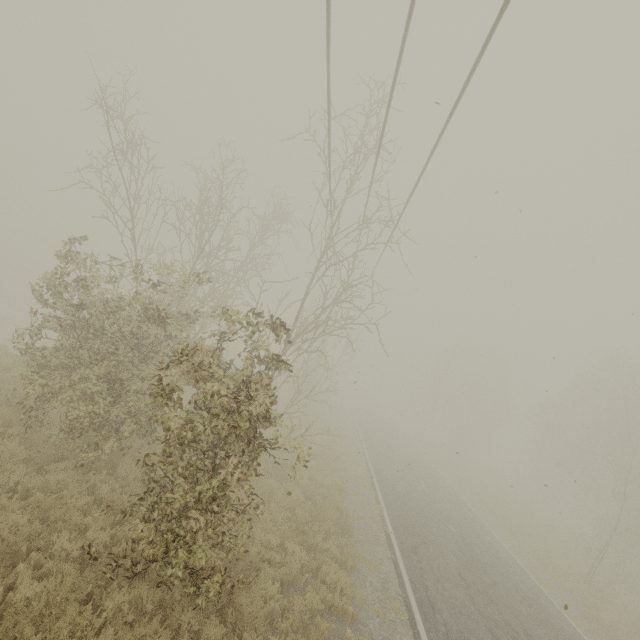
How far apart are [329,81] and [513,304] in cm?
682

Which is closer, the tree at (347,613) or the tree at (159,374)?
the tree at (159,374)

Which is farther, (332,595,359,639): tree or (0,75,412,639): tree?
(332,595,359,639): tree
